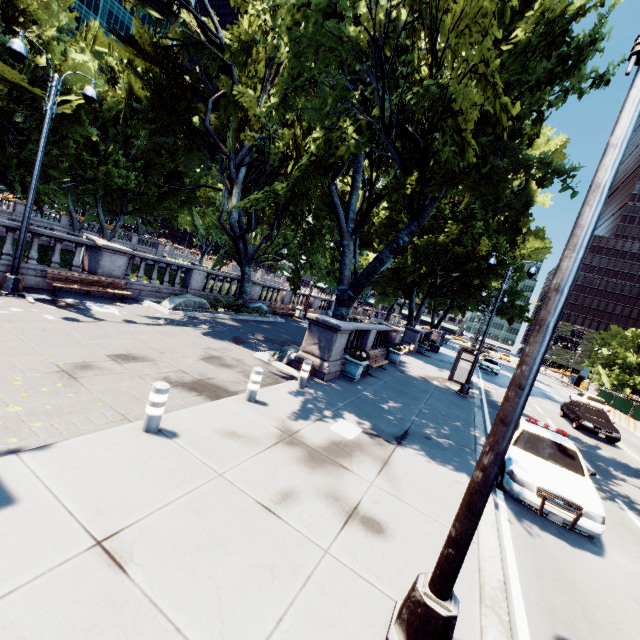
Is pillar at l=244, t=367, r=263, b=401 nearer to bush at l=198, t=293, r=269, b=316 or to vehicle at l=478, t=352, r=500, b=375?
bush at l=198, t=293, r=269, b=316

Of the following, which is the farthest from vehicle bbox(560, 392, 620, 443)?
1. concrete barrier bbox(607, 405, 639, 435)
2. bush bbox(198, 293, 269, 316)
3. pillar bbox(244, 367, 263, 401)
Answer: bush bbox(198, 293, 269, 316)

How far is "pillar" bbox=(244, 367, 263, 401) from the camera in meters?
7.7 m

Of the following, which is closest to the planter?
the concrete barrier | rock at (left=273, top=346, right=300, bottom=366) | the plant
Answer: the plant

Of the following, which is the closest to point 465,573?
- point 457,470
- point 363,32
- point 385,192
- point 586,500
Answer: point 457,470

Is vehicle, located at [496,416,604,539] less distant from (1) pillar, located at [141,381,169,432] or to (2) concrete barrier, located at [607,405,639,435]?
(1) pillar, located at [141,381,169,432]

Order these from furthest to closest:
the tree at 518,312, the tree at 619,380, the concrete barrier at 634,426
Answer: the tree at 619,380, the tree at 518,312, the concrete barrier at 634,426

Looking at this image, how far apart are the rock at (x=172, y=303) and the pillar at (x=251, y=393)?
9.2 meters
